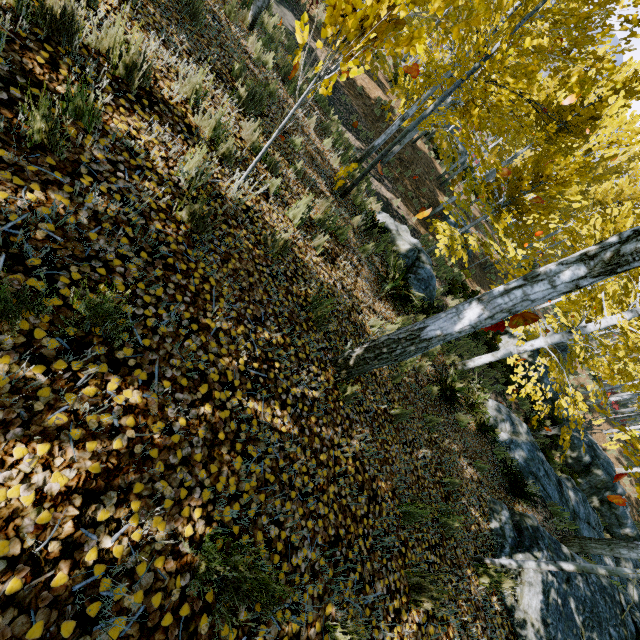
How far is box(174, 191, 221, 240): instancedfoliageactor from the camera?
2.6 meters

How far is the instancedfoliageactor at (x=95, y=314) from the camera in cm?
161

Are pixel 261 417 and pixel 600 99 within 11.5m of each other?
no

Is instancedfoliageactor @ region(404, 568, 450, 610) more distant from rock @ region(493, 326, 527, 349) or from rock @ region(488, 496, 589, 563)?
rock @ region(493, 326, 527, 349)

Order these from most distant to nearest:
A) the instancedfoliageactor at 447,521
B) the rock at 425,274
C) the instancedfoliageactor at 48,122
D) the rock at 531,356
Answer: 1. the rock at 531,356
2. the rock at 425,274
3. the instancedfoliageactor at 447,521
4. the instancedfoliageactor at 48,122

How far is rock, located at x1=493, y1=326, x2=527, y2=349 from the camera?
17.0m

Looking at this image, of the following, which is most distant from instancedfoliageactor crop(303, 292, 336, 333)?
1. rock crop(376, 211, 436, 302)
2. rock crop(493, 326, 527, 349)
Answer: rock crop(493, 326, 527, 349)

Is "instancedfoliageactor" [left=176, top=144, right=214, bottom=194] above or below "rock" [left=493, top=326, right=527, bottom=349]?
above
